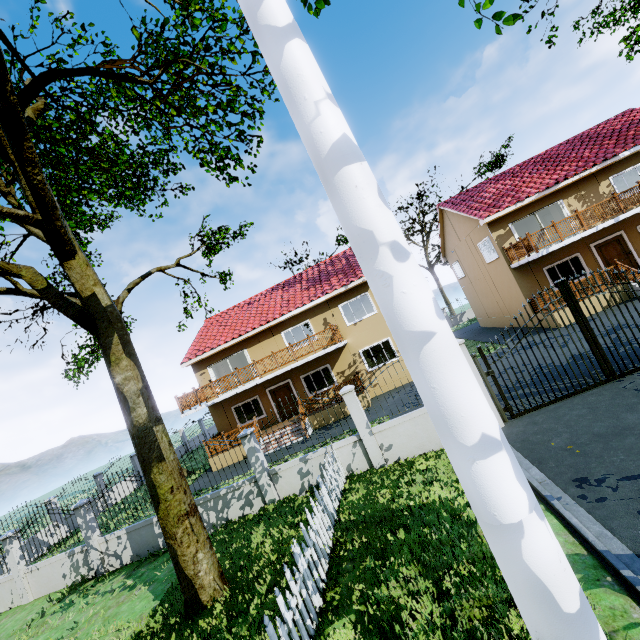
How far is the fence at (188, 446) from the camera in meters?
10.0 m

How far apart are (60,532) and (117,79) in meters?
13.7

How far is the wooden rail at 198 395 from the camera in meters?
16.9 m

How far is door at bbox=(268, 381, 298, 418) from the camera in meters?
20.0 m

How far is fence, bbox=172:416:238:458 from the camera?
10.0 meters

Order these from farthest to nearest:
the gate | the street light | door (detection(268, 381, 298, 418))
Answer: door (detection(268, 381, 298, 418)) < the gate < the street light

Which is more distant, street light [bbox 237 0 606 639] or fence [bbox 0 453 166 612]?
fence [bbox 0 453 166 612]

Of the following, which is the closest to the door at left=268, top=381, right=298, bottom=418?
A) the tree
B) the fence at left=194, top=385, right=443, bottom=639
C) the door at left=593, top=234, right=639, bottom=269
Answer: the tree
